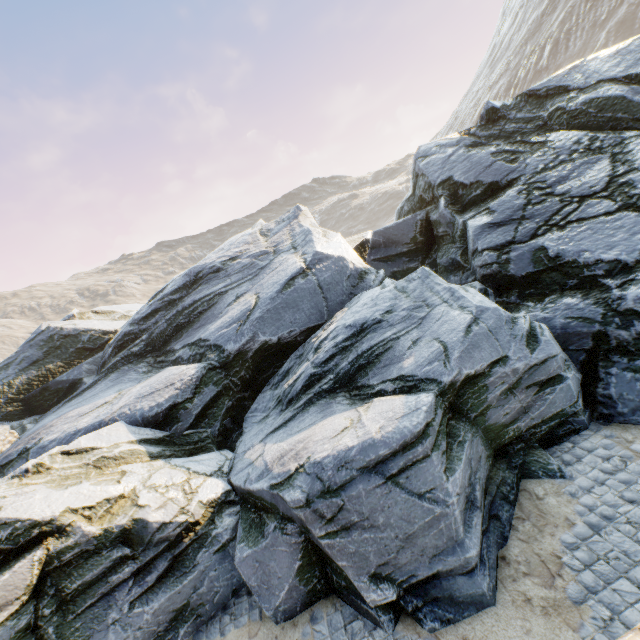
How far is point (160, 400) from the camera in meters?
8.0 m
